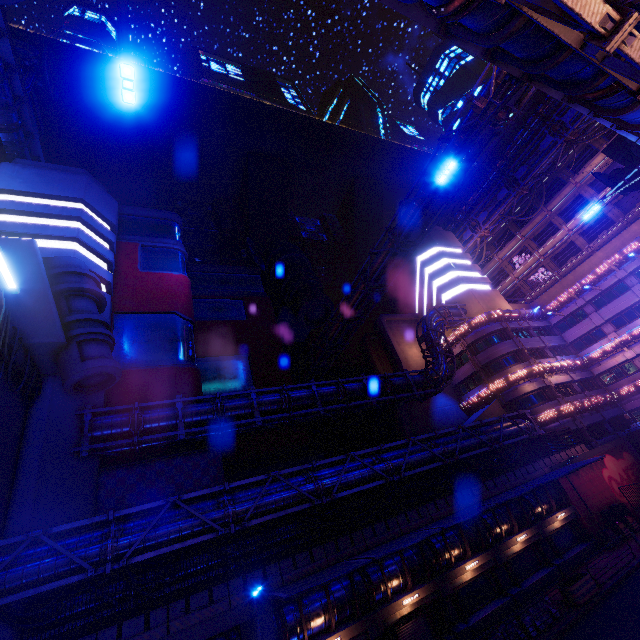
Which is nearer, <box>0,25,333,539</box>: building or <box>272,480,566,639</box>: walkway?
<box>272,480,566,639</box>: walkway

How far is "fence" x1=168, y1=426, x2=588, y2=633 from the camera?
14.5 meters

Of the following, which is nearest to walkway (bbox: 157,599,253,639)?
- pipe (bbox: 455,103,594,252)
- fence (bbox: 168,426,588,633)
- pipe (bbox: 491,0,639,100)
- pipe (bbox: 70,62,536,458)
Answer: fence (bbox: 168,426,588,633)

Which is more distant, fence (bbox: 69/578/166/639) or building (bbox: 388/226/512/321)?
building (bbox: 388/226/512/321)

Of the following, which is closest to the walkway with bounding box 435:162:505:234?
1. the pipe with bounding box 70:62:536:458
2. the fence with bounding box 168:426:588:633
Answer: the pipe with bounding box 70:62:536:458

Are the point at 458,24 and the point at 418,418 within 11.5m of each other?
no

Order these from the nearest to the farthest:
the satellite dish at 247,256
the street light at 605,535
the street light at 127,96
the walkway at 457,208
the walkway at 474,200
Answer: the street light at 127,96 < the street light at 605,535 < the satellite dish at 247,256 < the walkway at 474,200 < the walkway at 457,208

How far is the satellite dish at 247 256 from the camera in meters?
46.8
